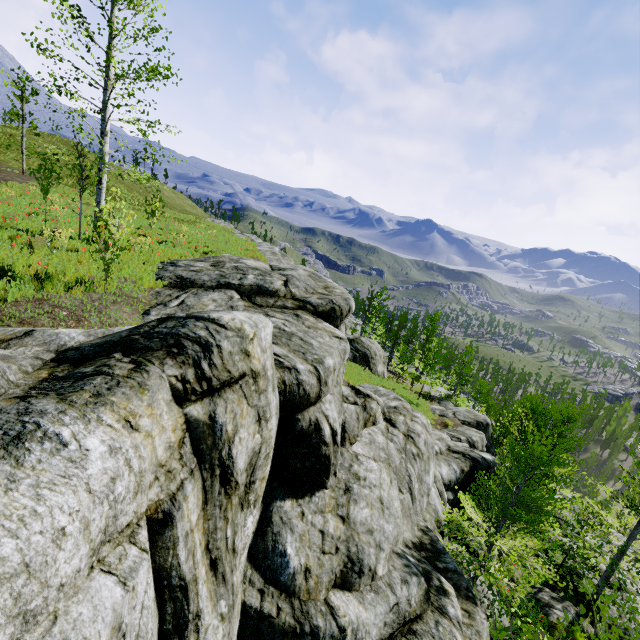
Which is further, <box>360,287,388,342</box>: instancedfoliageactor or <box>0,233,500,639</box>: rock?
<box>360,287,388,342</box>: instancedfoliageactor

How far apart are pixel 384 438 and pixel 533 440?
13.3 meters

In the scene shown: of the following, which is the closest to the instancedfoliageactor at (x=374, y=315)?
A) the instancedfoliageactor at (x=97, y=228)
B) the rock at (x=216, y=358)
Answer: the rock at (x=216, y=358)

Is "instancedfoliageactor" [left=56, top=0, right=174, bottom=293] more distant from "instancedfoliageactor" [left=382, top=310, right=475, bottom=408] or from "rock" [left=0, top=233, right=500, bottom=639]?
"instancedfoliageactor" [left=382, top=310, right=475, bottom=408]

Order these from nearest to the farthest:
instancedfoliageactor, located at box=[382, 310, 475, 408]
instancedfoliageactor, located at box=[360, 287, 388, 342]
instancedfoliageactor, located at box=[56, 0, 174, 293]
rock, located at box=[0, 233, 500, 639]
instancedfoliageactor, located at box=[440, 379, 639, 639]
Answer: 1. rock, located at box=[0, 233, 500, 639]
2. instancedfoliageactor, located at box=[56, 0, 174, 293]
3. instancedfoliageactor, located at box=[440, 379, 639, 639]
4. instancedfoliageactor, located at box=[382, 310, 475, 408]
5. instancedfoliageactor, located at box=[360, 287, 388, 342]

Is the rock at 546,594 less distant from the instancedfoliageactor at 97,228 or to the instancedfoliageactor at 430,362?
the instancedfoliageactor at 430,362

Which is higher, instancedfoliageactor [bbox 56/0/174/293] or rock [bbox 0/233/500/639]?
instancedfoliageactor [bbox 56/0/174/293]
